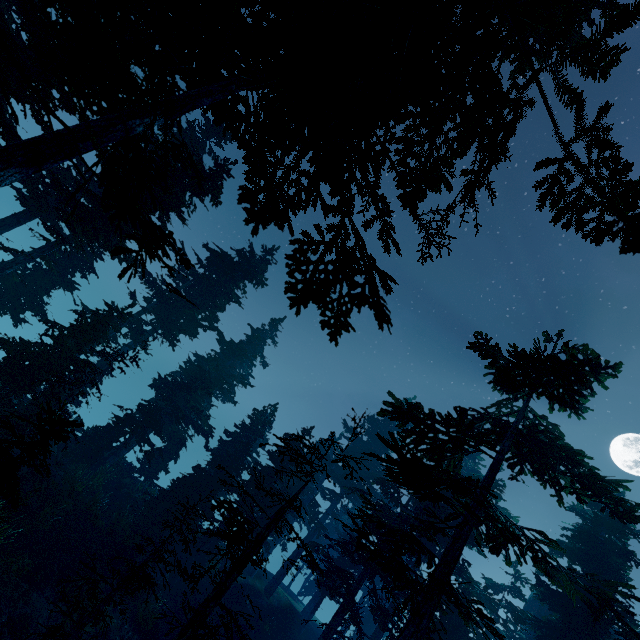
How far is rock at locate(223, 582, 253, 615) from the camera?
23.06m

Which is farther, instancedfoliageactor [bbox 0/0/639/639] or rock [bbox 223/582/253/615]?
rock [bbox 223/582/253/615]

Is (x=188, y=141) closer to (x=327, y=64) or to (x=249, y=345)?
(x=249, y=345)

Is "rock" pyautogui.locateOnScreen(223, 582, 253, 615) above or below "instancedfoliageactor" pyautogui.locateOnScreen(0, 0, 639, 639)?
below

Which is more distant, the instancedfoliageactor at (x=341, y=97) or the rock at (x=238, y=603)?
the rock at (x=238, y=603)

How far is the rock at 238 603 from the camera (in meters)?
23.06
